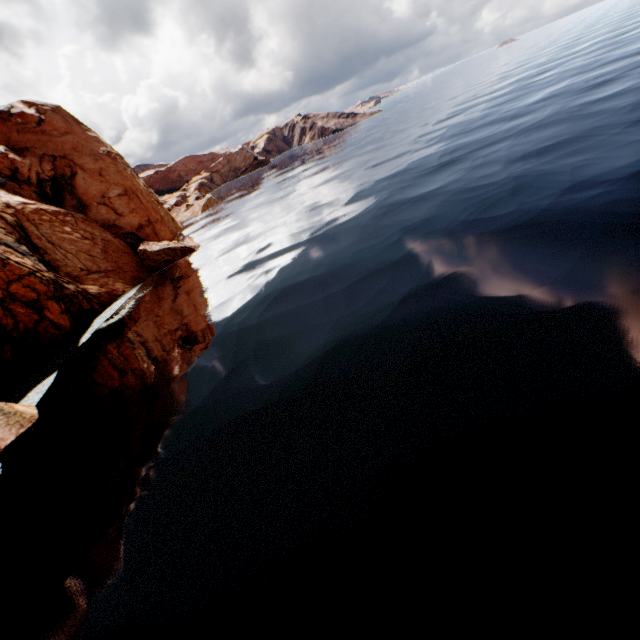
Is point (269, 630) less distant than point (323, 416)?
Yes

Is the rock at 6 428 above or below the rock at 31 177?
below

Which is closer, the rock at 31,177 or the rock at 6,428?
the rock at 6,428

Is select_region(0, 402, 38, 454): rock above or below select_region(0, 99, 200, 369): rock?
below

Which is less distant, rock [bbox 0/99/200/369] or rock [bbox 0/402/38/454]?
rock [bbox 0/402/38/454]
